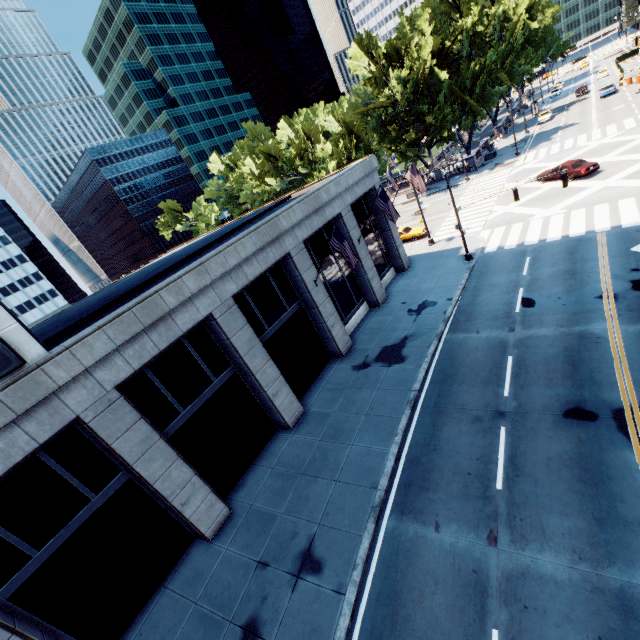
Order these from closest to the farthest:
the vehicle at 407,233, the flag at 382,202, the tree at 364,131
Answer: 1. the flag at 382,202
2. the vehicle at 407,233
3. the tree at 364,131

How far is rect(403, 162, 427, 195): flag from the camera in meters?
23.5 m

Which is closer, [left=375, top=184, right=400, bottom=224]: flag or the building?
the building

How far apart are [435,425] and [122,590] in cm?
1371

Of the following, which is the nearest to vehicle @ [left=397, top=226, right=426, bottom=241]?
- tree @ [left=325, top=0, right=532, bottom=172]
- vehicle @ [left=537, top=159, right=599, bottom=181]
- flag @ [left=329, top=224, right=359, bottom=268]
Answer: vehicle @ [left=537, top=159, right=599, bottom=181]

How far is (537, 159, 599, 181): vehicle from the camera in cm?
2783

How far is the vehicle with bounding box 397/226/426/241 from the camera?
33.7 meters

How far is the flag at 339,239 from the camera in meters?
16.4
